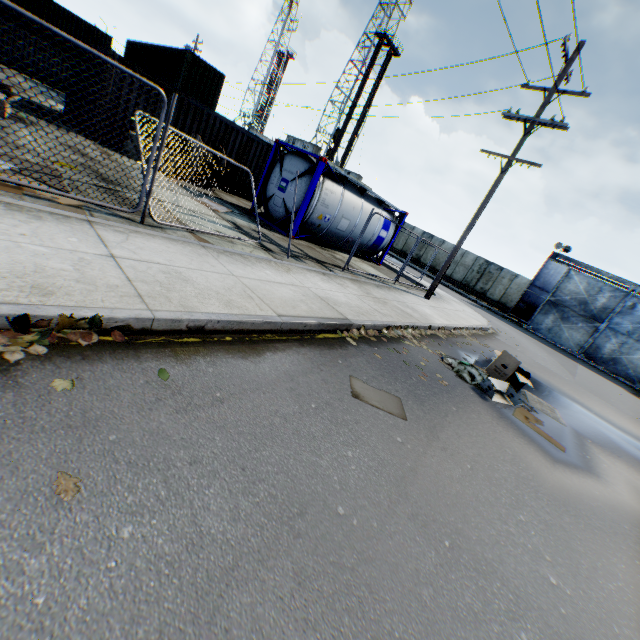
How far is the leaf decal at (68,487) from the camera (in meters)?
1.76

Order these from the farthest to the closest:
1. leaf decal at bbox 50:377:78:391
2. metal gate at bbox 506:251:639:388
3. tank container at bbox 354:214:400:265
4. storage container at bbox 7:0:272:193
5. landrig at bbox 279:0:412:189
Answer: landrig at bbox 279:0:412:189
metal gate at bbox 506:251:639:388
tank container at bbox 354:214:400:265
storage container at bbox 7:0:272:193
leaf decal at bbox 50:377:78:391

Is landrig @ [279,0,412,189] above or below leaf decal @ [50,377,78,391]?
above

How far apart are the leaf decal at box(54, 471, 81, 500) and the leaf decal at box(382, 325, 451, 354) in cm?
602

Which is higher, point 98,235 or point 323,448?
point 98,235

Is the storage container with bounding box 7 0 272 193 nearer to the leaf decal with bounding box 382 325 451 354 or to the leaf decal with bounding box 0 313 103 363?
the leaf decal with bounding box 382 325 451 354

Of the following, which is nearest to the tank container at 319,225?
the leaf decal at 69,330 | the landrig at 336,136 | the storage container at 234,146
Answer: the leaf decal at 69,330

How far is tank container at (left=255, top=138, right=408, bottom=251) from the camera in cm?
1181
